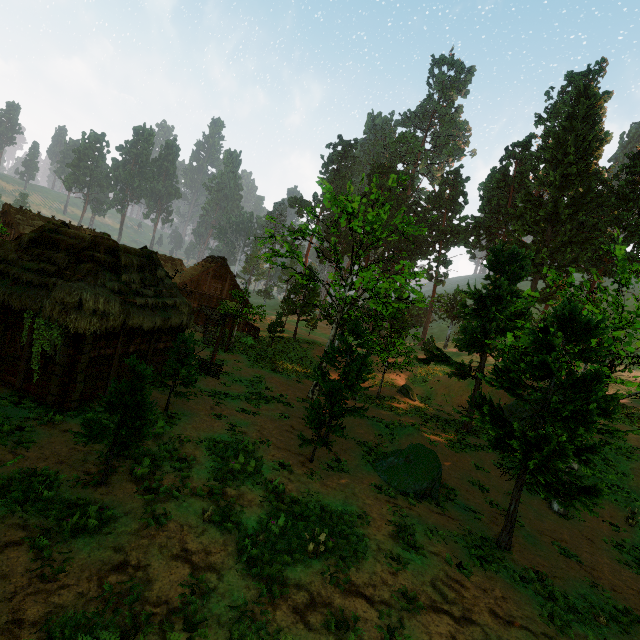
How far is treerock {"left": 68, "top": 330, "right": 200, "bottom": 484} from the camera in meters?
8.4 m

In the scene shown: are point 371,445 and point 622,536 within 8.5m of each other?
no

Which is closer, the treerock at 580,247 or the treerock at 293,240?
the treerock at 580,247

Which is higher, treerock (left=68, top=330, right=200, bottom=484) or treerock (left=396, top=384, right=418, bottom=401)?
treerock (left=68, top=330, right=200, bottom=484)
